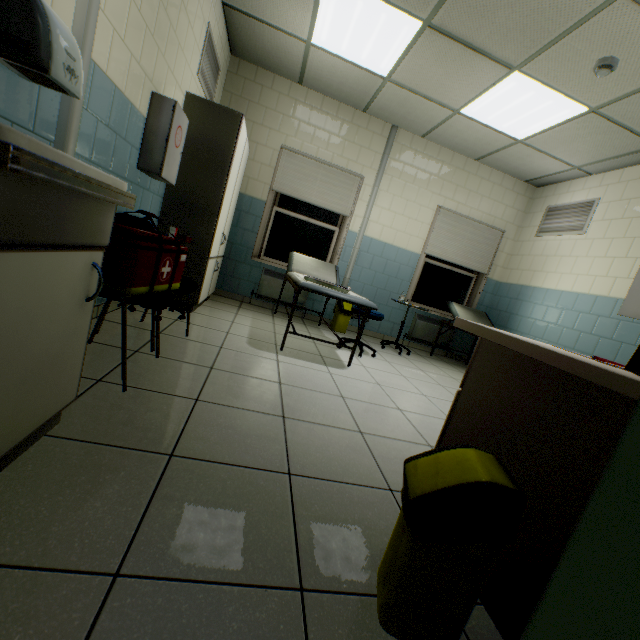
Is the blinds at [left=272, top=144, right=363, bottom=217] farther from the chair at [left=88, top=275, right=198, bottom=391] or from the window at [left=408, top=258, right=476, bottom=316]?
the chair at [left=88, top=275, right=198, bottom=391]

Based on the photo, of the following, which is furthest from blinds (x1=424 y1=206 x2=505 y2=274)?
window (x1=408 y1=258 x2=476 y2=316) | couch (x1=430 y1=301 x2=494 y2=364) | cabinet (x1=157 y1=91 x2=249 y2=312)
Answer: cabinet (x1=157 y1=91 x2=249 y2=312)

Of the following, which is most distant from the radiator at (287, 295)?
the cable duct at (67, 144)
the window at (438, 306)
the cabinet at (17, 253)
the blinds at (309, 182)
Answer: the cabinet at (17, 253)

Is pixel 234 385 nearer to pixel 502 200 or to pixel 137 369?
pixel 137 369

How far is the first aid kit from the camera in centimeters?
250cm

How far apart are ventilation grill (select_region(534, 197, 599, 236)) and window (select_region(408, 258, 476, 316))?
1.1m

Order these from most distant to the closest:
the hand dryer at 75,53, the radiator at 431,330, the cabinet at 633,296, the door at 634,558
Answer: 1. the radiator at 431,330
2. the cabinet at 633,296
3. the hand dryer at 75,53
4. the door at 634,558

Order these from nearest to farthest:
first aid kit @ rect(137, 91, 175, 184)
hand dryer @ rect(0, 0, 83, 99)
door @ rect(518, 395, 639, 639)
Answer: door @ rect(518, 395, 639, 639) → hand dryer @ rect(0, 0, 83, 99) → first aid kit @ rect(137, 91, 175, 184)
